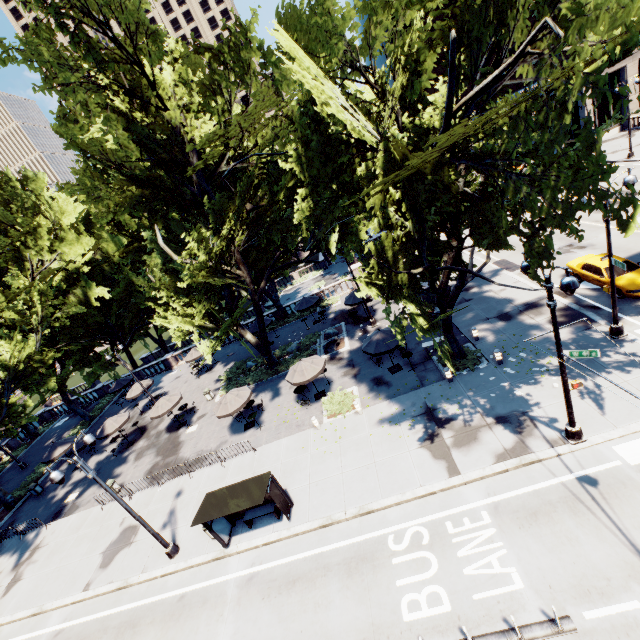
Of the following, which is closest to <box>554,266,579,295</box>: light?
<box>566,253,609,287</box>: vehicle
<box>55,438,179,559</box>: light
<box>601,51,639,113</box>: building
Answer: <box>566,253,609,287</box>: vehicle

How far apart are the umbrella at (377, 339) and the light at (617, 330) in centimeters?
952cm

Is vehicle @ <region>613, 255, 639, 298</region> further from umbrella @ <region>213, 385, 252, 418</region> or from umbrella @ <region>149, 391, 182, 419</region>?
umbrella @ <region>149, 391, 182, 419</region>

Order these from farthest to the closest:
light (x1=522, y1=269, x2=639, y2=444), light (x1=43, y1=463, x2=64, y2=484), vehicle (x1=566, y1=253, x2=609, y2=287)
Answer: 1. vehicle (x1=566, y1=253, x2=609, y2=287)
2. light (x1=43, y1=463, x2=64, y2=484)
3. light (x1=522, y1=269, x2=639, y2=444)

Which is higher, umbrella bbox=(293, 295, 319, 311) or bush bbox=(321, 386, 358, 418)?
umbrella bbox=(293, 295, 319, 311)

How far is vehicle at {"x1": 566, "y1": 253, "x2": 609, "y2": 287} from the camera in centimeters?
1805cm

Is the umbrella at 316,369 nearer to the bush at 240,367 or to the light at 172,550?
the bush at 240,367

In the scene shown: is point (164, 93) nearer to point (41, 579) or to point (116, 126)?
point (116, 126)
